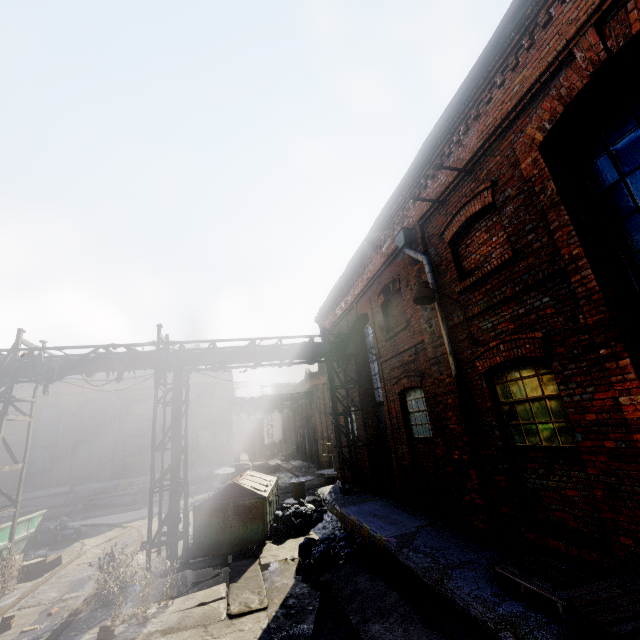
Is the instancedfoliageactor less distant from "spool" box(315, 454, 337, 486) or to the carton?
the carton

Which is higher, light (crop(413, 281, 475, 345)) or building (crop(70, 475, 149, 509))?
light (crop(413, 281, 475, 345))

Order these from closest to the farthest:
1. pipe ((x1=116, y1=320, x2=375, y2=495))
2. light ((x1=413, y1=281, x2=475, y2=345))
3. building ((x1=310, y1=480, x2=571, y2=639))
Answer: building ((x1=310, y1=480, x2=571, y2=639))
light ((x1=413, y1=281, x2=475, y2=345))
pipe ((x1=116, y1=320, x2=375, y2=495))

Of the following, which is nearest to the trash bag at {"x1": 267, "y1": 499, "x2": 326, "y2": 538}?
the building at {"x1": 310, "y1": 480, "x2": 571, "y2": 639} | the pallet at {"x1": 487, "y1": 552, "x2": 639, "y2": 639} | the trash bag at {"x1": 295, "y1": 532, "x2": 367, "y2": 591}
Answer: the building at {"x1": 310, "y1": 480, "x2": 571, "y2": 639}

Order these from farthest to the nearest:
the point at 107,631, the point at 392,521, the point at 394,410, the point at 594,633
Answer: the point at 394,410 < the point at 392,521 < the point at 107,631 < the point at 594,633

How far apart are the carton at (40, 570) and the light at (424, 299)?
13.2 meters

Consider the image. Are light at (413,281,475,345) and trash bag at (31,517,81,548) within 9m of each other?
no

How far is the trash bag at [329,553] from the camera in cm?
696
